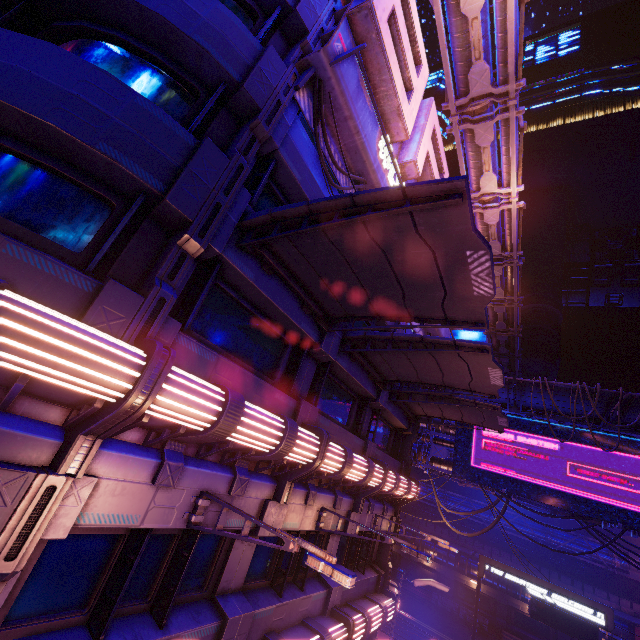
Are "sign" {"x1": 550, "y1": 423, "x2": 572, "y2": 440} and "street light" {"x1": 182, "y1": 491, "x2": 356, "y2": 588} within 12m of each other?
no

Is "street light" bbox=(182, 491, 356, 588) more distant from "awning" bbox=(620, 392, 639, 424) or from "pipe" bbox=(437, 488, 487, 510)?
"pipe" bbox=(437, 488, 487, 510)

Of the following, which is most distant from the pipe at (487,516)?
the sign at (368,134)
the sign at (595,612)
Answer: the sign at (368,134)

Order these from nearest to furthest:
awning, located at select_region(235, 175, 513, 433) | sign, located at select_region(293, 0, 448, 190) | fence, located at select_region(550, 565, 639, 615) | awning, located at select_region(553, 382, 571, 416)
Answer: awning, located at select_region(235, 175, 513, 433) → sign, located at select_region(293, 0, 448, 190) → awning, located at select_region(553, 382, 571, 416) → fence, located at select_region(550, 565, 639, 615)

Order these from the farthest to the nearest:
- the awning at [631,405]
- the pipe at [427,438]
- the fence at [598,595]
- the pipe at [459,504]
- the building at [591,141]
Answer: the building at [591,141] → the pipe at [459,504] → the fence at [598,595] → the pipe at [427,438] → the awning at [631,405]

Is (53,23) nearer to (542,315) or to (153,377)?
(153,377)

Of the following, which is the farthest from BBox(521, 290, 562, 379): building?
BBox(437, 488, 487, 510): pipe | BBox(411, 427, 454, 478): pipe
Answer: BBox(411, 427, 454, 478): pipe

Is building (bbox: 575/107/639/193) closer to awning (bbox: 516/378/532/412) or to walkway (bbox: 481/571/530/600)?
walkway (bbox: 481/571/530/600)
